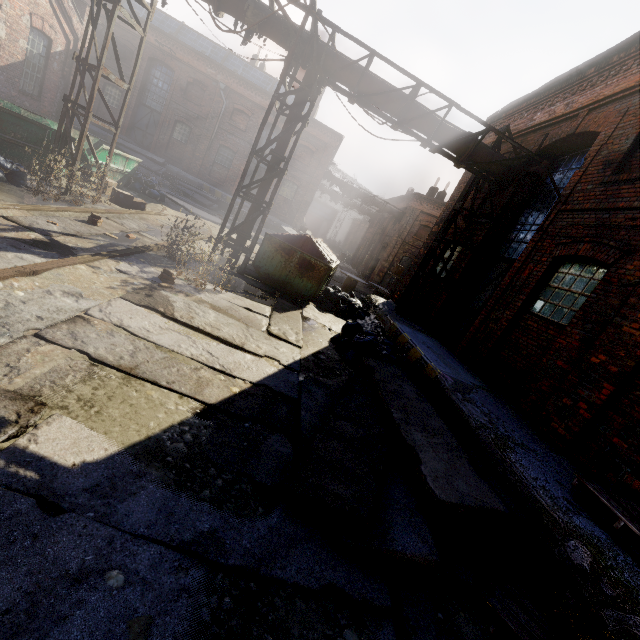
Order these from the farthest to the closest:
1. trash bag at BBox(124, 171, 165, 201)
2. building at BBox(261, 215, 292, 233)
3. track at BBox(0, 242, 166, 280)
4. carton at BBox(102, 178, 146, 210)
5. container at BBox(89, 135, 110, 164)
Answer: building at BBox(261, 215, 292, 233), trash bag at BBox(124, 171, 165, 201), container at BBox(89, 135, 110, 164), carton at BBox(102, 178, 146, 210), track at BBox(0, 242, 166, 280)

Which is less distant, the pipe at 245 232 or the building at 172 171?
the pipe at 245 232

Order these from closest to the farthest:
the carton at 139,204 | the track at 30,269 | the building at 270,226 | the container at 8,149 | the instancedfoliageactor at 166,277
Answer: the track at 30,269
the instancedfoliageactor at 166,277
the container at 8,149
the carton at 139,204
the building at 270,226

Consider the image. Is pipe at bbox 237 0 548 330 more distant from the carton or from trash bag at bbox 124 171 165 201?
trash bag at bbox 124 171 165 201

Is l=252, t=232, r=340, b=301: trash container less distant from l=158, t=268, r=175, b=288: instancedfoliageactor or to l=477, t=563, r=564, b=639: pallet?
l=158, t=268, r=175, b=288: instancedfoliageactor

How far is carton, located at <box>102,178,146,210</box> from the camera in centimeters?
1008cm

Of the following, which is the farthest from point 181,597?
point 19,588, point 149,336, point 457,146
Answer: point 457,146

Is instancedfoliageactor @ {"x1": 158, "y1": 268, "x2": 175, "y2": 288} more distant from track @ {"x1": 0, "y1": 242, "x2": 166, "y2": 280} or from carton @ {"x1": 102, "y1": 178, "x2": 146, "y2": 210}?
carton @ {"x1": 102, "y1": 178, "x2": 146, "y2": 210}
